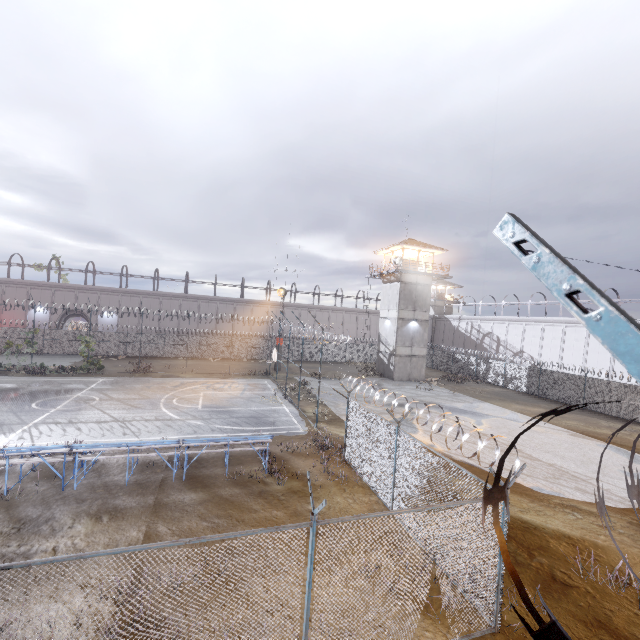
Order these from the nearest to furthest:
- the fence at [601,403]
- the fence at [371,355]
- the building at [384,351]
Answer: the fence at [601,403] → the fence at [371,355] → the building at [384,351]

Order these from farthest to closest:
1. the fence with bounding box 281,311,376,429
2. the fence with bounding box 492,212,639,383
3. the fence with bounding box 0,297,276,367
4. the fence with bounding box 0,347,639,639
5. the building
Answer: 1. the building
2. the fence with bounding box 0,297,276,367
3. the fence with bounding box 281,311,376,429
4. the fence with bounding box 0,347,639,639
5. the fence with bounding box 492,212,639,383

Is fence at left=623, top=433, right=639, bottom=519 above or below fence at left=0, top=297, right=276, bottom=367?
above

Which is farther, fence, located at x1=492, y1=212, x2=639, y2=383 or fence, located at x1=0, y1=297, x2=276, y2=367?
fence, located at x1=0, y1=297, x2=276, y2=367

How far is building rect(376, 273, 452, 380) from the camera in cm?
3494

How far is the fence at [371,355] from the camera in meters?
17.8

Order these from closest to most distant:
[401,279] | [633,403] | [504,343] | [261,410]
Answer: [261,410], [633,403], [401,279], [504,343]

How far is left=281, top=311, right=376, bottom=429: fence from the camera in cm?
1781
